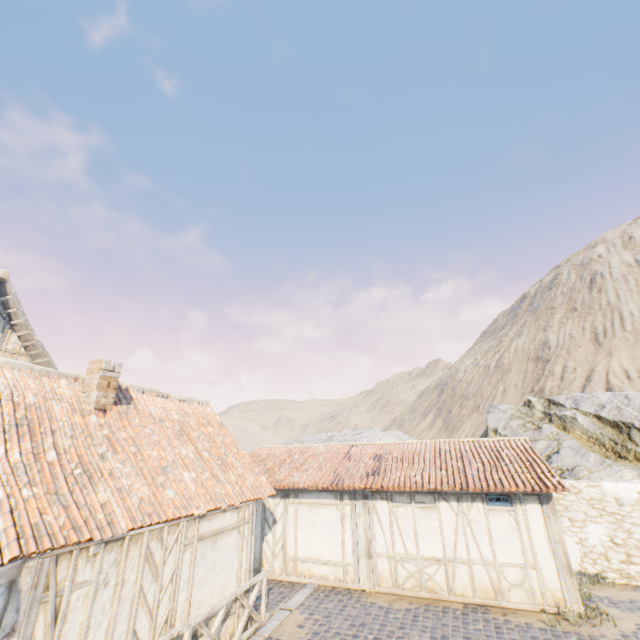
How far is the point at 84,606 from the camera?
4.8 meters

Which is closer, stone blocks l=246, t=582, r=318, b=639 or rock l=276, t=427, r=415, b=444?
stone blocks l=246, t=582, r=318, b=639

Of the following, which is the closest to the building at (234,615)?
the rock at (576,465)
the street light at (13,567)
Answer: the street light at (13,567)

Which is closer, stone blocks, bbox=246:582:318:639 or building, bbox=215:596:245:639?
building, bbox=215:596:245:639

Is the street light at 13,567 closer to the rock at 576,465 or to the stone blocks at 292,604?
the stone blocks at 292,604

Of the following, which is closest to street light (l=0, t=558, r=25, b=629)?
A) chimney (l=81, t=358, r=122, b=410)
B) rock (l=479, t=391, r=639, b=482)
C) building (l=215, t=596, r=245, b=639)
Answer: building (l=215, t=596, r=245, b=639)

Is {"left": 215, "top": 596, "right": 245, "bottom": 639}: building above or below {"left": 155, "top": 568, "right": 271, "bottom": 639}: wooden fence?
below

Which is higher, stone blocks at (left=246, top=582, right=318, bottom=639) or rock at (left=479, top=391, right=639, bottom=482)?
rock at (left=479, top=391, right=639, bottom=482)
